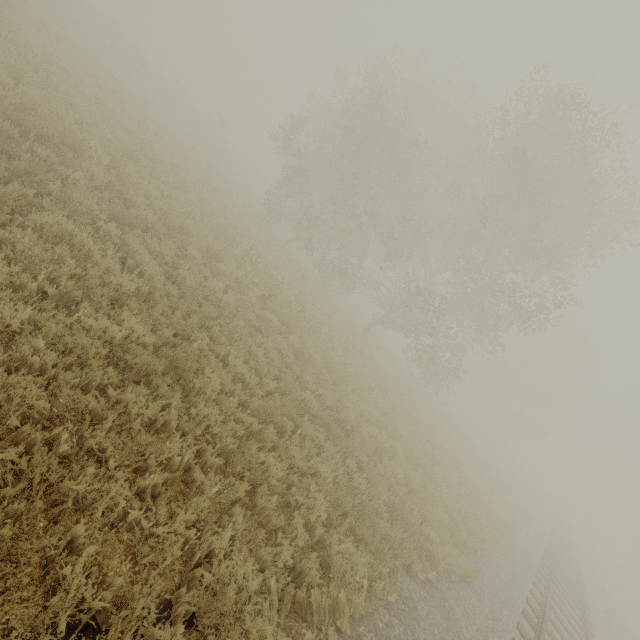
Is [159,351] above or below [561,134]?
below
